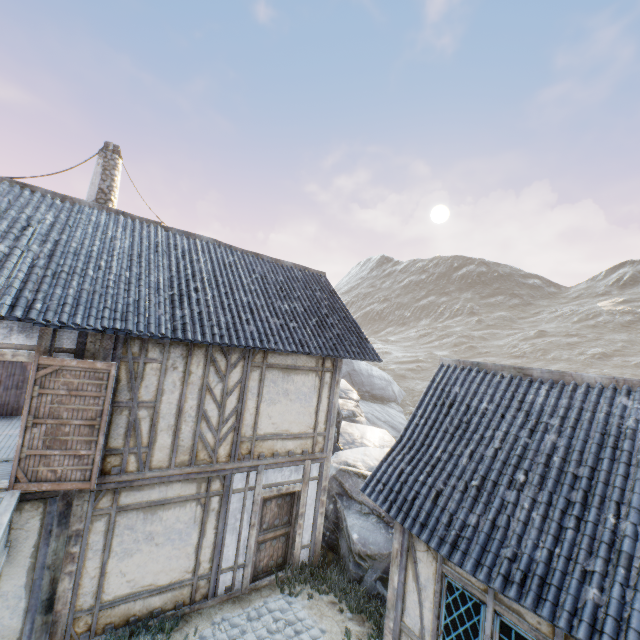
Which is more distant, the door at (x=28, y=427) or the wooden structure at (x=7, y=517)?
the door at (x=28, y=427)

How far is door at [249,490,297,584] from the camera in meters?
7.9 m

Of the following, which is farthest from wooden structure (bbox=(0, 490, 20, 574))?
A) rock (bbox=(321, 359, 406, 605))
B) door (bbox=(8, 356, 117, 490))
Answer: rock (bbox=(321, 359, 406, 605))

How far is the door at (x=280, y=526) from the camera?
7.9 meters

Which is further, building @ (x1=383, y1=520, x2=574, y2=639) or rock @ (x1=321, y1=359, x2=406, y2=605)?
rock @ (x1=321, y1=359, x2=406, y2=605)

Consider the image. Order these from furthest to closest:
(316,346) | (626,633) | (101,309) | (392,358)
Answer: Answer: (392,358) < (316,346) < (101,309) < (626,633)

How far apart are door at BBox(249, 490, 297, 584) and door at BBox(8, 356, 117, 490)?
3.59m

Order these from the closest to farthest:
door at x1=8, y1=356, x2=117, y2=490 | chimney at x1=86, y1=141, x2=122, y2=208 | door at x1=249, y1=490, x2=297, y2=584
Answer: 1. door at x1=8, y1=356, x2=117, y2=490
2. door at x1=249, y1=490, x2=297, y2=584
3. chimney at x1=86, y1=141, x2=122, y2=208
